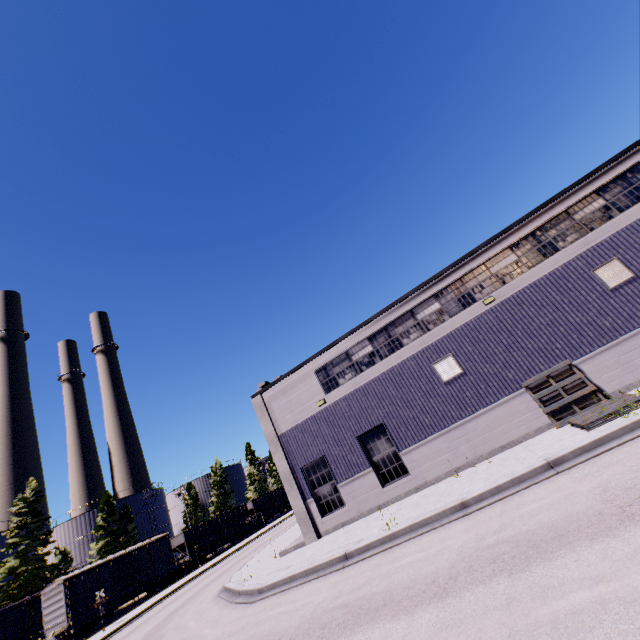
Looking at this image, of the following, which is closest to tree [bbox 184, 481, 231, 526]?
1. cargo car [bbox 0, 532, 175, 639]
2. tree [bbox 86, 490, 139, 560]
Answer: cargo car [bbox 0, 532, 175, 639]

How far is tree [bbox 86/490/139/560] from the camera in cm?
4341

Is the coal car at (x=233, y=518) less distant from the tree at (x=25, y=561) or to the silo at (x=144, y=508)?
the tree at (x=25, y=561)

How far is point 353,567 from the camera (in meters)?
9.64

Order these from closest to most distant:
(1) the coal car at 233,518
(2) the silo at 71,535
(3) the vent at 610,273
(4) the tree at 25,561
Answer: (3) the vent at 610,273 → (4) the tree at 25,561 → (1) the coal car at 233,518 → (2) the silo at 71,535

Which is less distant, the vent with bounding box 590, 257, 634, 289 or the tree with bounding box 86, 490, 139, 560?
the vent with bounding box 590, 257, 634, 289

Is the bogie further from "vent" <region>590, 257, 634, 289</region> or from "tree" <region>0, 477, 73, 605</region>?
"vent" <region>590, 257, 634, 289</region>

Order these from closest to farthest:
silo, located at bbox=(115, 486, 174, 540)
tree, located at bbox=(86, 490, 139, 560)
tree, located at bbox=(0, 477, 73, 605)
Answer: tree, located at bbox=(0, 477, 73, 605), tree, located at bbox=(86, 490, 139, 560), silo, located at bbox=(115, 486, 174, 540)
